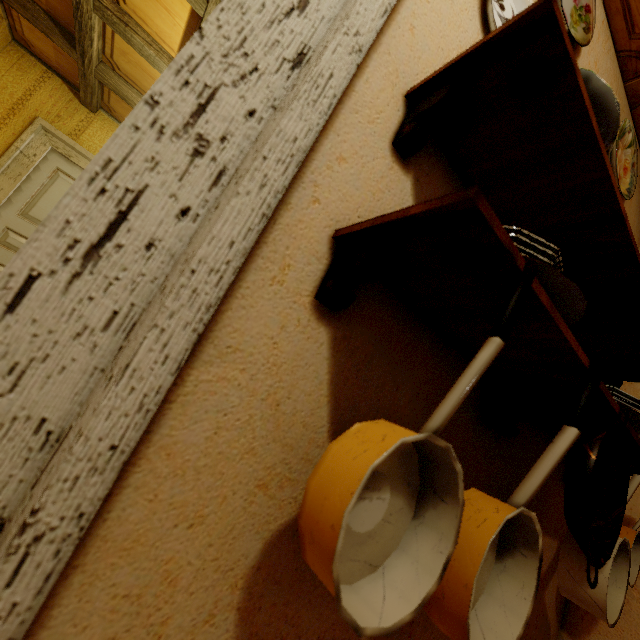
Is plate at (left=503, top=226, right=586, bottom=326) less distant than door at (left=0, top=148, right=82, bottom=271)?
Yes

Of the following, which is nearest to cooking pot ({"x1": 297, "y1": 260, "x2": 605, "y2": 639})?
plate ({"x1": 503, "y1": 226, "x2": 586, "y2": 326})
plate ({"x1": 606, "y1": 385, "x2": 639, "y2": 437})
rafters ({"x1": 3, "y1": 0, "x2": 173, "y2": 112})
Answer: plate ({"x1": 503, "y1": 226, "x2": 586, "y2": 326})

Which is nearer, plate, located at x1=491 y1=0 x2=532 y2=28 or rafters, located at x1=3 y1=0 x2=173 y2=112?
plate, located at x1=491 y1=0 x2=532 y2=28

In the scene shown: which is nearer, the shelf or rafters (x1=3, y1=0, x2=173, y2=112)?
the shelf

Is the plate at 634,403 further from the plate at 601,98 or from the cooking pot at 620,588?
the plate at 601,98

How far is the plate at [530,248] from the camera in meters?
A: 0.5 m

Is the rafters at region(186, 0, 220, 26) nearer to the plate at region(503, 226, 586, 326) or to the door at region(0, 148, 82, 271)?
the door at region(0, 148, 82, 271)

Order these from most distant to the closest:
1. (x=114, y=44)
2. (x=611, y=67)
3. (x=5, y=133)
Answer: (x=5, y=133) → (x=114, y=44) → (x=611, y=67)
